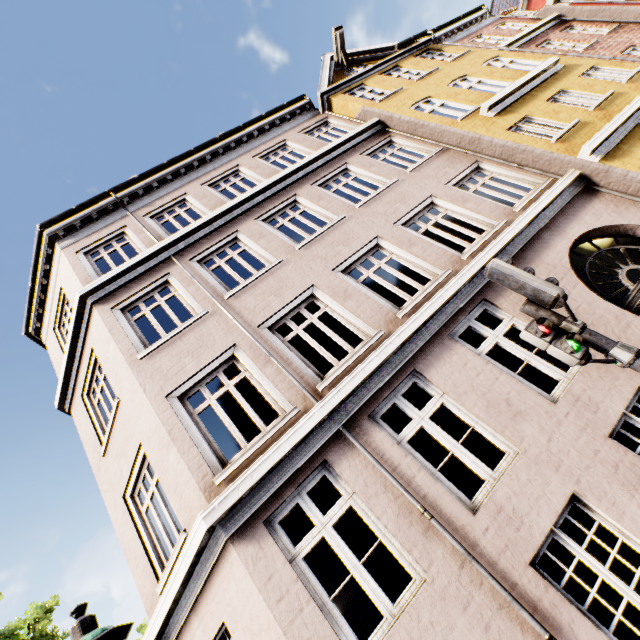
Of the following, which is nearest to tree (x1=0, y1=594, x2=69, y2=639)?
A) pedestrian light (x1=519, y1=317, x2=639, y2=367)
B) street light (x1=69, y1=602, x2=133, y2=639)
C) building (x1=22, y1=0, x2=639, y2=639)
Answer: building (x1=22, y1=0, x2=639, y2=639)

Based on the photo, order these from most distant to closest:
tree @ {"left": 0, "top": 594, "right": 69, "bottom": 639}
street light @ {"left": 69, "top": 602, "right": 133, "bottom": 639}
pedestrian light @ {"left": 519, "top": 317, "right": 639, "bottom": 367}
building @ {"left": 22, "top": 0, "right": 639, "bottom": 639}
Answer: tree @ {"left": 0, "top": 594, "right": 69, "bottom": 639} < building @ {"left": 22, "top": 0, "right": 639, "bottom": 639} < pedestrian light @ {"left": 519, "top": 317, "right": 639, "bottom": 367} < street light @ {"left": 69, "top": 602, "right": 133, "bottom": 639}

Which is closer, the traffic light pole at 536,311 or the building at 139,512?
the traffic light pole at 536,311

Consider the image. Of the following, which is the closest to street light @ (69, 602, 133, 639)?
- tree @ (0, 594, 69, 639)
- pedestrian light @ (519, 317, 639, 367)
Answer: pedestrian light @ (519, 317, 639, 367)

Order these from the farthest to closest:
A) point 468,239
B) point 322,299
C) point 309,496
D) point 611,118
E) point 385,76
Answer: point 309,496, point 385,76, point 468,239, point 611,118, point 322,299

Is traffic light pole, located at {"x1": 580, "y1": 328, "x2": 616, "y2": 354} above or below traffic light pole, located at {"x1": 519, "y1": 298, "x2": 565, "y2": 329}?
below

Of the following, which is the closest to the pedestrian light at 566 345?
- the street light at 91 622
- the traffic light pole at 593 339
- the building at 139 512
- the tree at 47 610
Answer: the traffic light pole at 593 339

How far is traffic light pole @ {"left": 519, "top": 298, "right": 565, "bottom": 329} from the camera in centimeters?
330cm
